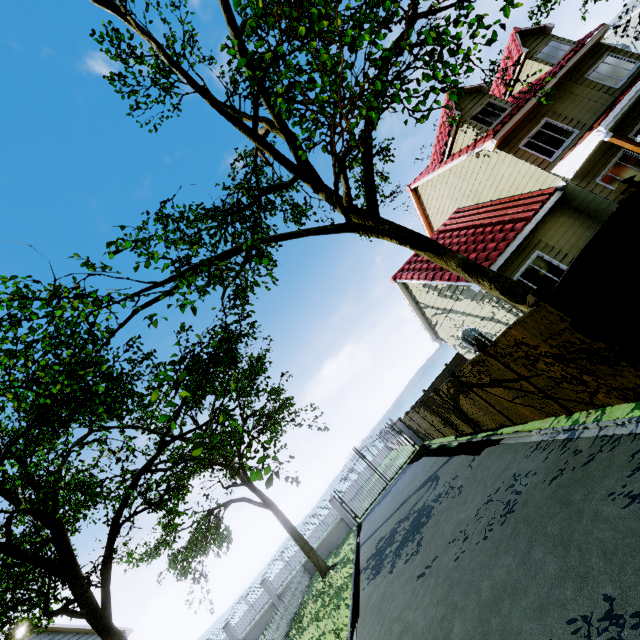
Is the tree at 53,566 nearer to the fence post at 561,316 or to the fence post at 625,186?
the fence post at 625,186

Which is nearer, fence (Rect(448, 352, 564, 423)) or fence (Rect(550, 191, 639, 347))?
fence (Rect(550, 191, 639, 347))

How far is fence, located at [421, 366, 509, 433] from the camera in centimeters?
1053cm

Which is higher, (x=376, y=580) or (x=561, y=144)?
(x=561, y=144)

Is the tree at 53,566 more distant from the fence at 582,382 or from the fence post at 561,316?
the fence post at 561,316

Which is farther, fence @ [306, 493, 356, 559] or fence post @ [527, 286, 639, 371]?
fence @ [306, 493, 356, 559]
